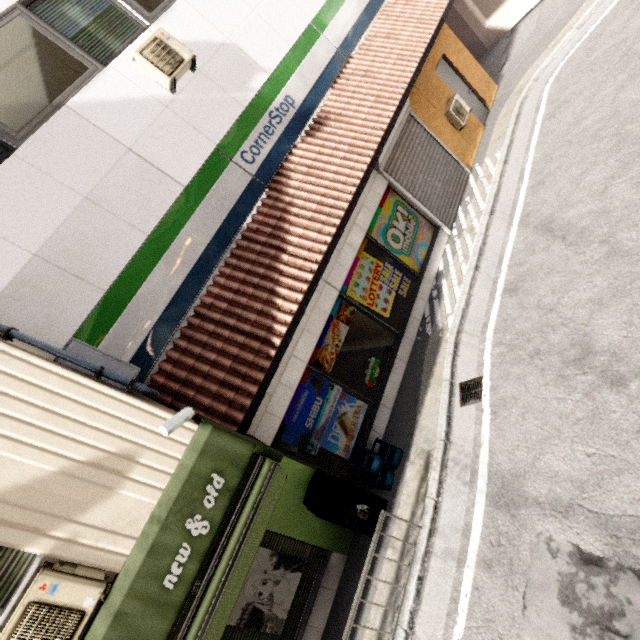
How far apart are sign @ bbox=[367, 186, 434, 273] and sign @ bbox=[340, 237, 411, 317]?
0.0m

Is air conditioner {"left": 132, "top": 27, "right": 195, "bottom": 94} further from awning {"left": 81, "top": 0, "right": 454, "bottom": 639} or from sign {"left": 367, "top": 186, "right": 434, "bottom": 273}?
sign {"left": 367, "top": 186, "right": 434, "bottom": 273}

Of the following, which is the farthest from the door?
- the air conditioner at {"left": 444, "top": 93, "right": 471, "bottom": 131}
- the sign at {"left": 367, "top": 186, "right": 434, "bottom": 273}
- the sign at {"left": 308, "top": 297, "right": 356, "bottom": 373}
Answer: the sign at {"left": 308, "top": 297, "right": 356, "bottom": 373}

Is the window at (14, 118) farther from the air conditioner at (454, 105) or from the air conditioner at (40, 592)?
the air conditioner at (454, 105)

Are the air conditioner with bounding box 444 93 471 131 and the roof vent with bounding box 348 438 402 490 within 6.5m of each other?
no

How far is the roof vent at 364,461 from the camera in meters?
5.2 m

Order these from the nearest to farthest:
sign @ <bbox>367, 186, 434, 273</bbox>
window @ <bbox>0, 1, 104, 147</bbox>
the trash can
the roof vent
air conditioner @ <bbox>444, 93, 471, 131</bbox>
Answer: window @ <bbox>0, 1, 104, 147</bbox>
the trash can
the roof vent
sign @ <bbox>367, 186, 434, 273</bbox>
air conditioner @ <bbox>444, 93, 471, 131</bbox>

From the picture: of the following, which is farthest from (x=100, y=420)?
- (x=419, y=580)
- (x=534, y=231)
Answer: (x=534, y=231)
